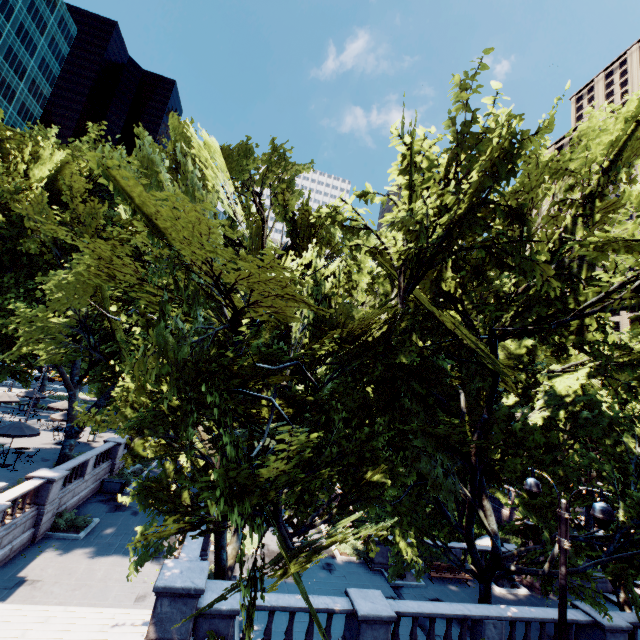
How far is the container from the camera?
24.16m

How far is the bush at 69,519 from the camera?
18.1m

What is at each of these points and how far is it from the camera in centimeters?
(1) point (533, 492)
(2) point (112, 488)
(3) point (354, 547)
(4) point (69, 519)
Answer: (1) light, 905cm
(2) container, 2430cm
(3) bush, 2192cm
(4) bush, 1883cm

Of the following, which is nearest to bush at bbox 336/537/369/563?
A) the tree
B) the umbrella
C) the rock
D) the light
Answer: the tree

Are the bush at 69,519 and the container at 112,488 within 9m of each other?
yes

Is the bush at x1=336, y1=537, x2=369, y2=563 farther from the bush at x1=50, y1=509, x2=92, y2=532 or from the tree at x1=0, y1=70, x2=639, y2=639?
the bush at x1=50, y1=509, x2=92, y2=532

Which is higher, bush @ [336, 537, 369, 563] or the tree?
the tree

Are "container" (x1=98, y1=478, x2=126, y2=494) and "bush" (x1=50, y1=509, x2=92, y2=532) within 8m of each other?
yes
